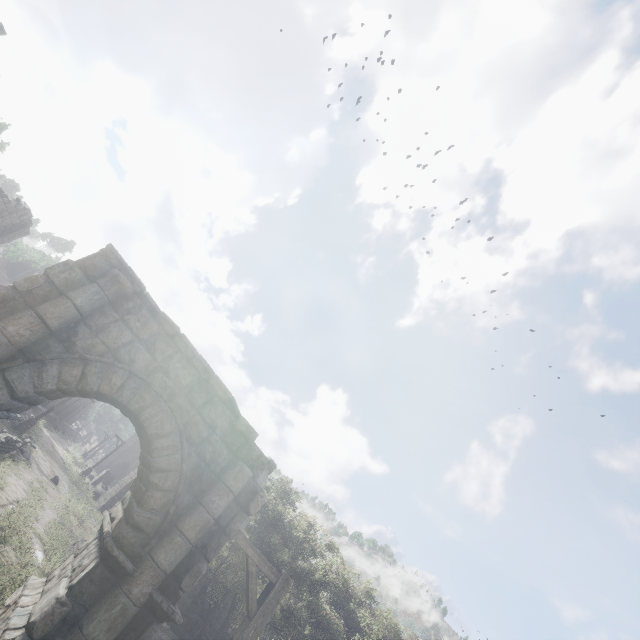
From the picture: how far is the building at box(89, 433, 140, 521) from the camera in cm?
2774

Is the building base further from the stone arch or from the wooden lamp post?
the wooden lamp post

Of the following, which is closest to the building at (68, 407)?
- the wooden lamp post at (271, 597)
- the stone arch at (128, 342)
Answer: the stone arch at (128, 342)

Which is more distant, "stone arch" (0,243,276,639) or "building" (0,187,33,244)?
"building" (0,187,33,244)

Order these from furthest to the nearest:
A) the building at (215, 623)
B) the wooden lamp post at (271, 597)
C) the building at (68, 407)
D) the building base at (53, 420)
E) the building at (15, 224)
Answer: the building at (68, 407) → the building base at (53, 420) → the building at (215, 623) → the building at (15, 224) → the wooden lamp post at (271, 597)

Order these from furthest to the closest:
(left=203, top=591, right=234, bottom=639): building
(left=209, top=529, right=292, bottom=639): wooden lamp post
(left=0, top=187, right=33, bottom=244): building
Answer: (left=203, top=591, right=234, bottom=639): building < (left=0, top=187, right=33, bottom=244): building < (left=209, top=529, right=292, bottom=639): wooden lamp post

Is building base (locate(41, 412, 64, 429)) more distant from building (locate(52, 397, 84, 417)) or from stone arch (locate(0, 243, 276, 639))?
stone arch (locate(0, 243, 276, 639))

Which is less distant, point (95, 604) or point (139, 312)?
point (95, 604)
